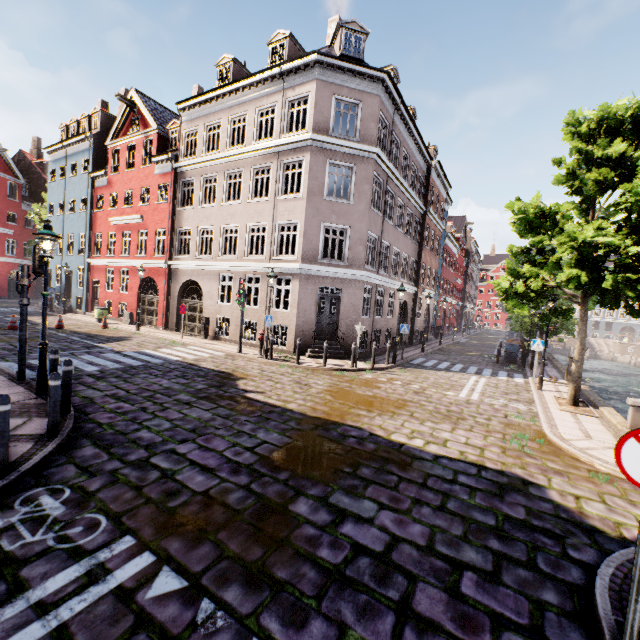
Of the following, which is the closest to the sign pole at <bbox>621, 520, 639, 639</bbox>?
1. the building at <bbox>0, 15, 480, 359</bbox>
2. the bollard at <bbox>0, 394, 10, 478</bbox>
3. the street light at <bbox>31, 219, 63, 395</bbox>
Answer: the bollard at <bbox>0, 394, 10, 478</bbox>

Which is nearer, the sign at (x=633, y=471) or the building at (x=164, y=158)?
the sign at (x=633, y=471)

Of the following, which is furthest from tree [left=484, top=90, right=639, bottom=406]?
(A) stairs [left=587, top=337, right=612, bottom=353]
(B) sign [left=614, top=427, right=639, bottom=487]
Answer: (A) stairs [left=587, top=337, right=612, bottom=353]

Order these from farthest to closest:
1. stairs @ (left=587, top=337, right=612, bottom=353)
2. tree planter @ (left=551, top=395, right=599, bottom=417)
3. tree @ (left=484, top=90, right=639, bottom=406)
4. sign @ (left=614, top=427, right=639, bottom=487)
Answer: stairs @ (left=587, top=337, right=612, bottom=353) → tree planter @ (left=551, top=395, right=599, bottom=417) → tree @ (left=484, top=90, right=639, bottom=406) → sign @ (left=614, top=427, right=639, bottom=487)

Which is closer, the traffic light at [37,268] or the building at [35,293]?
the traffic light at [37,268]

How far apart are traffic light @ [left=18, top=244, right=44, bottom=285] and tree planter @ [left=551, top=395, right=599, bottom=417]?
15.4m

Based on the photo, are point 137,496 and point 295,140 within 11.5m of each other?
no

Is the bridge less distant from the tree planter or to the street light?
the tree planter
